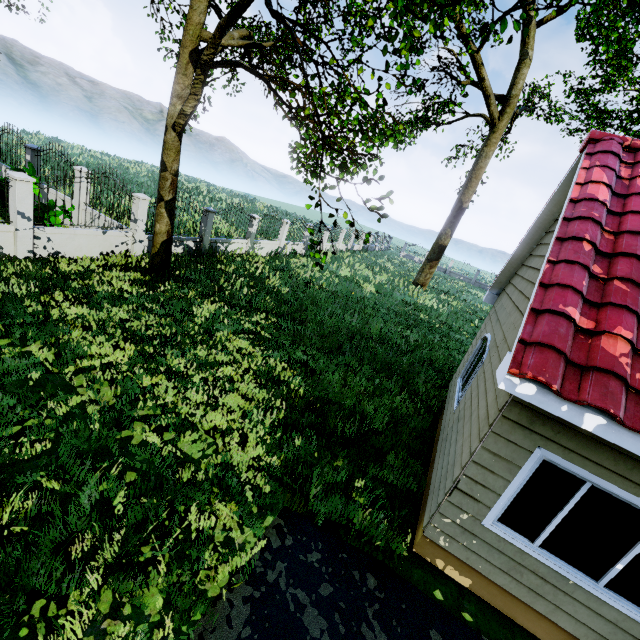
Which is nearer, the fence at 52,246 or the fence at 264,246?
the fence at 52,246

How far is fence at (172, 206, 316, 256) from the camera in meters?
13.8

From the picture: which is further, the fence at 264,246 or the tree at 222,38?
the fence at 264,246

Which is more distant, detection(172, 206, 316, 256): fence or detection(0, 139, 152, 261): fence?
detection(172, 206, 316, 256): fence

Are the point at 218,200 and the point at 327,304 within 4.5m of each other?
no

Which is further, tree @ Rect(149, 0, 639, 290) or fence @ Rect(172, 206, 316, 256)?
fence @ Rect(172, 206, 316, 256)

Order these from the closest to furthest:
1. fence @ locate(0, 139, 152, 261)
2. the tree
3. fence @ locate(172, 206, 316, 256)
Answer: the tree → fence @ locate(0, 139, 152, 261) → fence @ locate(172, 206, 316, 256)
